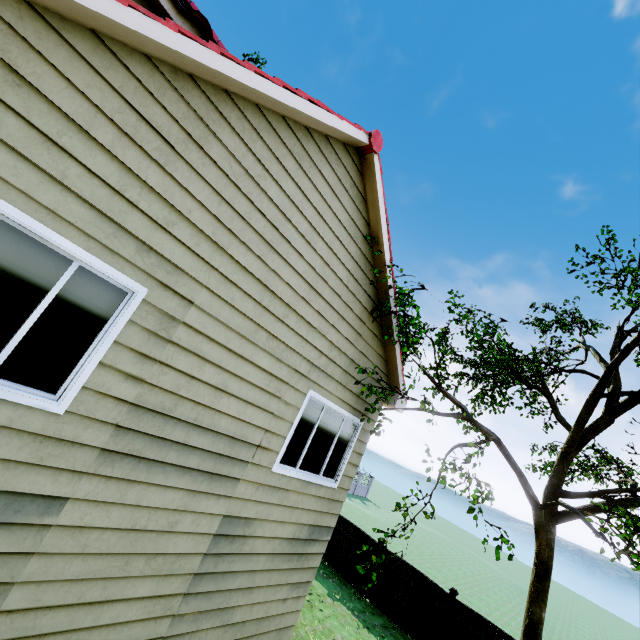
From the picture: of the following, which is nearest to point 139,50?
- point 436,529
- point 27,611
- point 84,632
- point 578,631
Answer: point 27,611

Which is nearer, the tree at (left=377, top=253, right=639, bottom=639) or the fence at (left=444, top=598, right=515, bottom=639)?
the tree at (left=377, top=253, right=639, bottom=639)

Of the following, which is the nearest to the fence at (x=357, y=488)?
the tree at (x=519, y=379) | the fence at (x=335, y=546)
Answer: the fence at (x=335, y=546)

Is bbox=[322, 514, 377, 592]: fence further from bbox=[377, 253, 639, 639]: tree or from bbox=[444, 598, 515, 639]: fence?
bbox=[377, 253, 639, 639]: tree

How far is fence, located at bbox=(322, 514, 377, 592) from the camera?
12.9m
